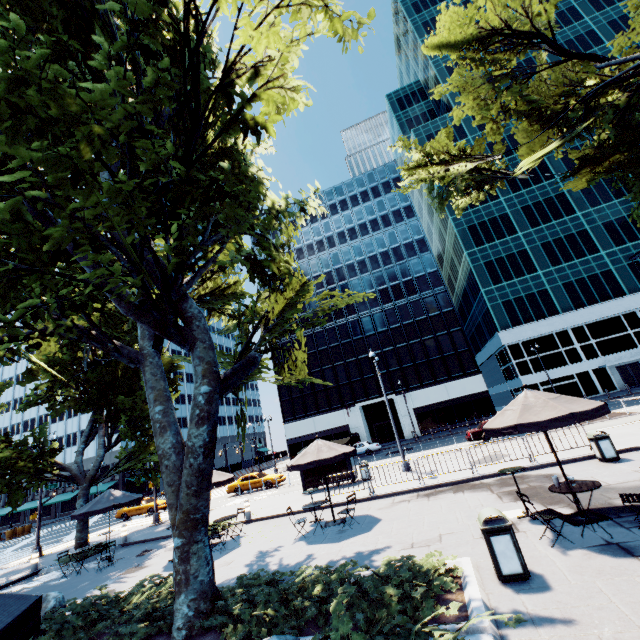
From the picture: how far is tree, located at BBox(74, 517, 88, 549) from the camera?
16.58m

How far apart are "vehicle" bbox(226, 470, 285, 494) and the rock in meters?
19.9

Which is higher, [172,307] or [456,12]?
[456,12]

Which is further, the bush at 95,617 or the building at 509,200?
the building at 509,200

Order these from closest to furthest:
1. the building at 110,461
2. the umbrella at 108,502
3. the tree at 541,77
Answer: the umbrella at 108,502
the tree at 541,77
the building at 110,461

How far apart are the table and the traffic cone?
58.2m

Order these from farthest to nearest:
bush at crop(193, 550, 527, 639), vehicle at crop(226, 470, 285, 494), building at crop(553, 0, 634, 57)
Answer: building at crop(553, 0, 634, 57)
vehicle at crop(226, 470, 285, 494)
bush at crop(193, 550, 527, 639)

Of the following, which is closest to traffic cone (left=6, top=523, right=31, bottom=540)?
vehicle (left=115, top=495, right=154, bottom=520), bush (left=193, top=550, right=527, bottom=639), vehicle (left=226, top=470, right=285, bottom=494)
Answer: vehicle (left=115, top=495, right=154, bottom=520)
